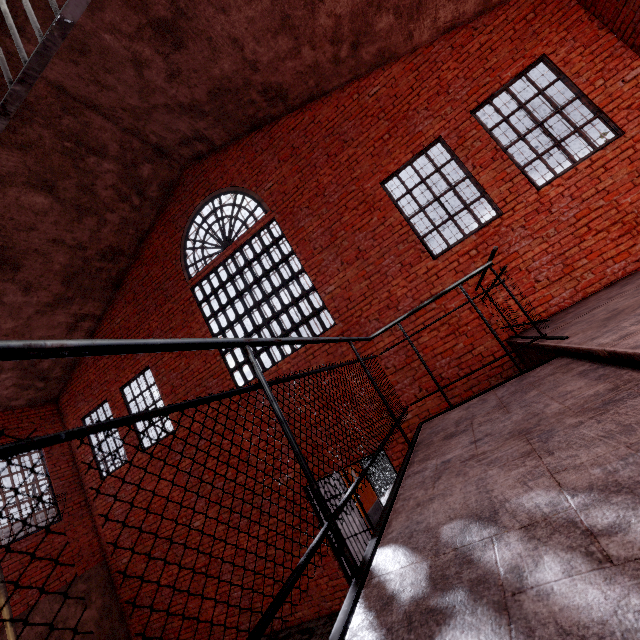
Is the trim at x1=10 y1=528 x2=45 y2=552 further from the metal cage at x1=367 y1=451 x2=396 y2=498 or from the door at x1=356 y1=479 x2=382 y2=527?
the door at x1=356 y1=479 x2=382 y2=527

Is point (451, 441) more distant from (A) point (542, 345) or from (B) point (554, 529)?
(A) point (542, 345)

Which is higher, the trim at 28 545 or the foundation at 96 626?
the trim at 28 545

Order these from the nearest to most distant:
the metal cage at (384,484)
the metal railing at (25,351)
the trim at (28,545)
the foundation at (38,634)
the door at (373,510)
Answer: the metal railing at (25,351) < the foundation at (38,634) < the trim at (28,545) < the door at (373,510) < the metal cage at (384,484)

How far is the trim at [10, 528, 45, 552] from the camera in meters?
8.0 m

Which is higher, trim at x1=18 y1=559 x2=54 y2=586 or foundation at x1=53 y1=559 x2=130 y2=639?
trim at x1=18 y1=559 x2=54 y2=586

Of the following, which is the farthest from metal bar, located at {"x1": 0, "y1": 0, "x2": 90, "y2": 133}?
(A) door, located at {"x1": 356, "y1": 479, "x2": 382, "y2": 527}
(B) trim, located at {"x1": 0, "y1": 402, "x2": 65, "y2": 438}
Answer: (A) door, located at {"x1": 356, "y1": 479, "x2": 382, "y2": 527}
